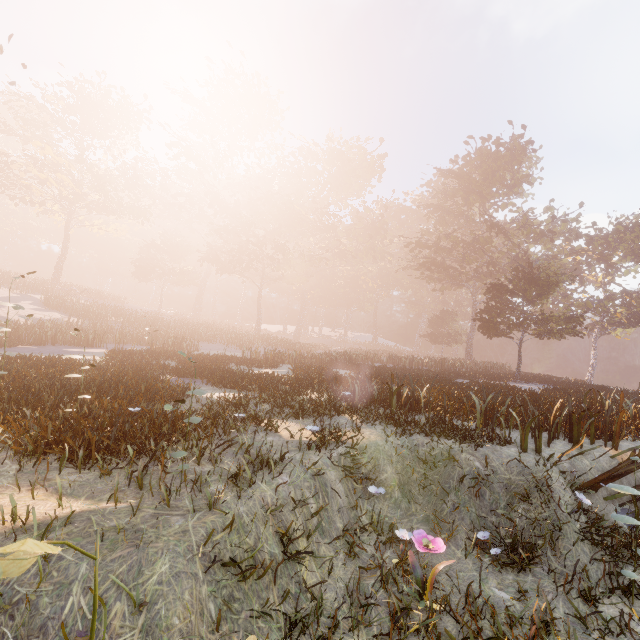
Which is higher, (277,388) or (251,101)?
(251,101)
